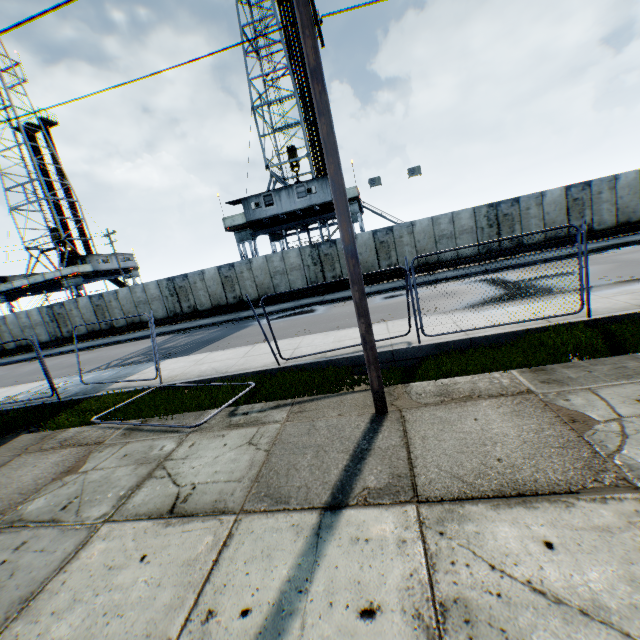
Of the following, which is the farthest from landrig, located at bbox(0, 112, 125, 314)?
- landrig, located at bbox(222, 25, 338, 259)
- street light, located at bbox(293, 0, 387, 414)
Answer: street light, located at bbox(293, 0, 387, 414)

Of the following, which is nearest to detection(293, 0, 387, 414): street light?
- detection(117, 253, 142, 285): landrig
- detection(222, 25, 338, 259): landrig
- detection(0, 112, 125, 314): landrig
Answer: detection(222, 25, 338, 259): landrig

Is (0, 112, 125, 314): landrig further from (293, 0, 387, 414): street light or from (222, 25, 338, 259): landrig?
(293, 0, 387, 414): street light

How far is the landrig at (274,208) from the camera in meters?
24.2

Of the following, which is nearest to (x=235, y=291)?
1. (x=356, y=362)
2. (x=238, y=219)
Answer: (x=238, y=219)

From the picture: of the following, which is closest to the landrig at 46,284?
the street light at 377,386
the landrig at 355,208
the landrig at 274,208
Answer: the landrig at 355,208

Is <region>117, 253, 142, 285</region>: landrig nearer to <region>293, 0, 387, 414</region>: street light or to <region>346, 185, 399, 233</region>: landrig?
<region>346, 185, 399, 233</region>: landrig

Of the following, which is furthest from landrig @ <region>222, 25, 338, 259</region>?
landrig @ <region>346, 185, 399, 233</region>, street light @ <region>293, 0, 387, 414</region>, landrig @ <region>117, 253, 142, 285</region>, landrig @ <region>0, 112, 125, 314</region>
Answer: landrig @ <region>0, 112, 125, 314</region>
